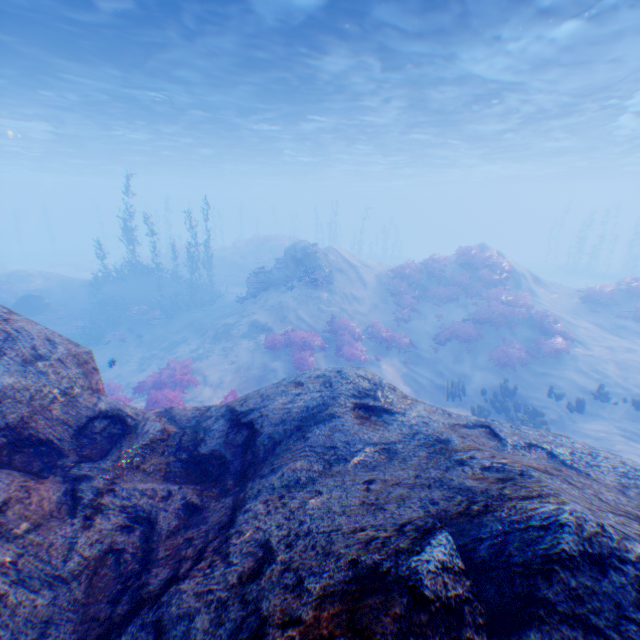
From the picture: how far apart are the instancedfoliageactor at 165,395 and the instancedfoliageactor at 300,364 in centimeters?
303cm

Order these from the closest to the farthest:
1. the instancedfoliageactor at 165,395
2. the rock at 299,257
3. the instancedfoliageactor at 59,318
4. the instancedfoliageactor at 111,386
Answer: the instancedfoliageactor at 165,395 → the instancedfoliageactor at 111,386 → the rock at 299,257 → the instancedfoliageactor at 59,318

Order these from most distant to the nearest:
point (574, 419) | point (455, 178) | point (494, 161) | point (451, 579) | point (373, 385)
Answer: point (455, 178), point (494, 161), point (574, 419), point (373, 385), point (451, 579)

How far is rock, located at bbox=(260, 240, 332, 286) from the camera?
18.5 meters

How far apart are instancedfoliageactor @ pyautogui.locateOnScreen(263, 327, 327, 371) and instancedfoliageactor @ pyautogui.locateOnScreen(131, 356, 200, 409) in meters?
3.0

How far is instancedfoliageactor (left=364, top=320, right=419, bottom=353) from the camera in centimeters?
1539cm

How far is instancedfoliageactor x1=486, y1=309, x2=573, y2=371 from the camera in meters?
13.4 m

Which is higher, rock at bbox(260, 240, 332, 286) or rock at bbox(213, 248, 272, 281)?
rock at bbox(260, 240, 332, 286)
